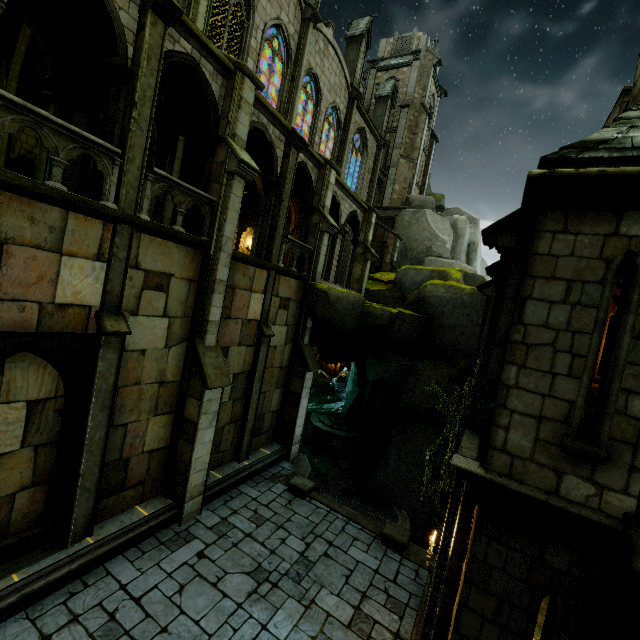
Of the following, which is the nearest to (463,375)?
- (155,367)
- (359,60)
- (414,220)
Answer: (155,367)

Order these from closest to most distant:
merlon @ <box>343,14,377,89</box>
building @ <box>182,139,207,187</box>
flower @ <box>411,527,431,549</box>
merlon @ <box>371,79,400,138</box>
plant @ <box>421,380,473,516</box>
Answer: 1. flower @ <box>411,527,431,549</box>
2. plant @ <box>421,380,473,516</box>
3. merlon @ <box>343,14,377,89</box>
4. merlon @ <box>371,79,400,138</box>
5. building @ <box>182,139,207,187</box>

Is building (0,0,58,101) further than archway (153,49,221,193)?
No

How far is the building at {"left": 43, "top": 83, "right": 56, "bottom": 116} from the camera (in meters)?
8.65

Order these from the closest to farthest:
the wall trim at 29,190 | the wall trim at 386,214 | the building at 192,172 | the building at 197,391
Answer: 1. the wall trim at 29,190
2. the building at 197,391
3. the wall trim at 386,214
4. the building at 192,172

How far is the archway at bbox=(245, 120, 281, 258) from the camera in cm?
1190

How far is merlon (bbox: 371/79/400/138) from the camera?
26.5 meters

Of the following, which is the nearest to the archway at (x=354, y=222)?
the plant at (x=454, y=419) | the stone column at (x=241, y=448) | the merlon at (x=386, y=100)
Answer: the stone column at (x=241, y=448)
